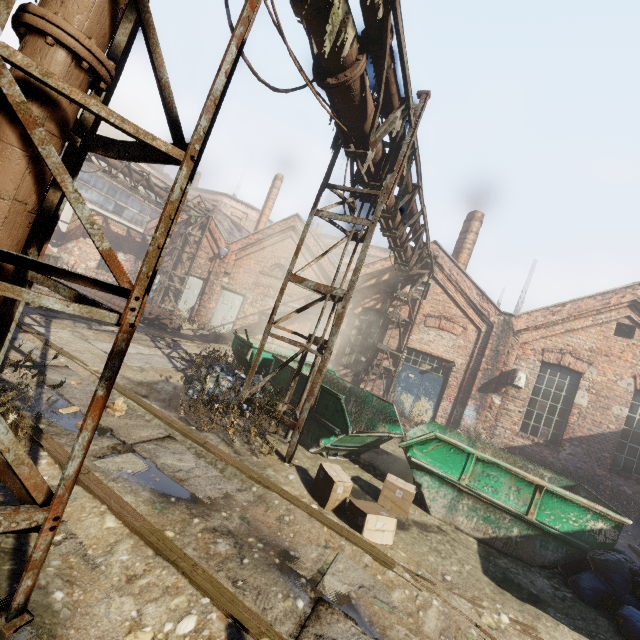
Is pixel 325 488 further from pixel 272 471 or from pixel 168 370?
pixel 168 370

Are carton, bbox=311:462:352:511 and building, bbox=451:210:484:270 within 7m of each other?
no

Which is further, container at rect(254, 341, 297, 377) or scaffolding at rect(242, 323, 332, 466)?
container at rect(254, 341, 297, 377)

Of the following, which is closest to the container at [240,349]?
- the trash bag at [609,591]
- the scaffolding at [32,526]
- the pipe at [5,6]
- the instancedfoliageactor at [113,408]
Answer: the trash bag at [609,591]

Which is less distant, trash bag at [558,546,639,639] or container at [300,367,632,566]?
trash bag at [558,546,639,639]

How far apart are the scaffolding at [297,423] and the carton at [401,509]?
1.56m

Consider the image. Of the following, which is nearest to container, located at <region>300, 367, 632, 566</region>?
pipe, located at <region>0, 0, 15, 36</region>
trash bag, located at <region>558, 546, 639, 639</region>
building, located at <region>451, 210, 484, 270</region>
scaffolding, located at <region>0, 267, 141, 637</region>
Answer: trash bag, located at <region>558, 546, 639, 639</region>

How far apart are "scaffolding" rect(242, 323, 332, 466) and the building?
10.9 meters
